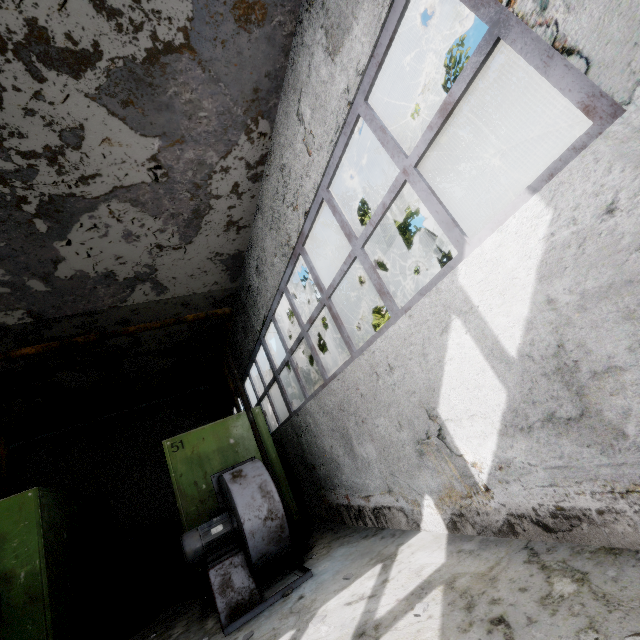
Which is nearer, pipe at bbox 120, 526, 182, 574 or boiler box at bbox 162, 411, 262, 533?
boiler box at bbox 162, 411, 262, 533

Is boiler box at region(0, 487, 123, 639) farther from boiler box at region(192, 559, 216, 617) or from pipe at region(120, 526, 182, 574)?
pipe at region(120, 526, 182, 574)

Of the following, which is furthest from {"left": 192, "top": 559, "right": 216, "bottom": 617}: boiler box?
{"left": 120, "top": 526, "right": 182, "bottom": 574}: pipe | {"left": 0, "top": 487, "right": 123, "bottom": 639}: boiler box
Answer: {"left": 120, "top": 526, "right": 182, "bottom": 574}: pipe

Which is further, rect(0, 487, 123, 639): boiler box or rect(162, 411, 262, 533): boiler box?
rect(162, 411, 262, 533): boiler box

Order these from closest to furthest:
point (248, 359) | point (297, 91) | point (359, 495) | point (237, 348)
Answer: point (297, 91), point (359, 495), point (248, 359), point (237, 348)

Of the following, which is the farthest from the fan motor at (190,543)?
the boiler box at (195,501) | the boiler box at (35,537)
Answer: the boiler box at (35,537)

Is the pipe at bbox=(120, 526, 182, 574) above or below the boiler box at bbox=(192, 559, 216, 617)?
above

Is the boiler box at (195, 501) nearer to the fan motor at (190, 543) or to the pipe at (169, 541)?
the fan motor at (190, 543)
